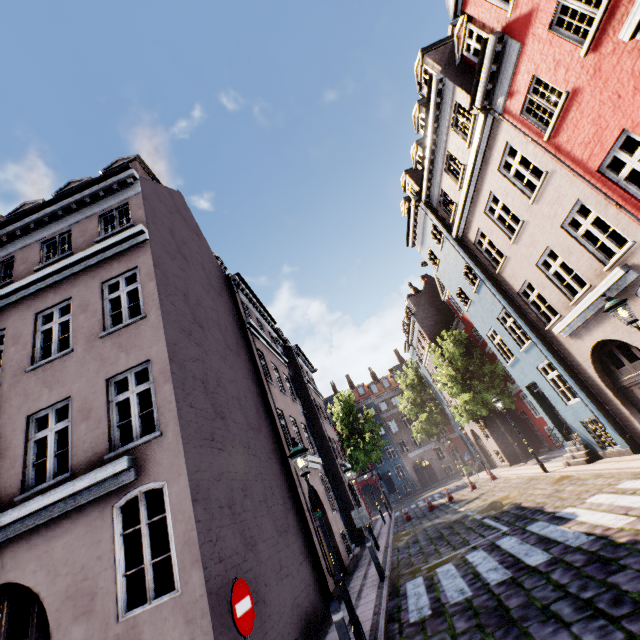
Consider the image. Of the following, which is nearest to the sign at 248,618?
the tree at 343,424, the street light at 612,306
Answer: the street light at 612,306

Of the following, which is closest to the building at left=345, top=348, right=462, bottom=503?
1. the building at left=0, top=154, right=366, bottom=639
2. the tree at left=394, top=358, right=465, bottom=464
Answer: the tree at left=394, top=358, right=465, bottom=464

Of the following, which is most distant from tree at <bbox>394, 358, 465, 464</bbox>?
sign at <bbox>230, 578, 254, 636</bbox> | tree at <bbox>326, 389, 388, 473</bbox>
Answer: sign at <bbox>230, 578, 254, 636</bbox>

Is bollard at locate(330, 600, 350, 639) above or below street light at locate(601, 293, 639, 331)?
below

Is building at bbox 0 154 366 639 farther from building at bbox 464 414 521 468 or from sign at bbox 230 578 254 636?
building at bbox 464 414 521 468

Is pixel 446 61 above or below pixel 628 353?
above

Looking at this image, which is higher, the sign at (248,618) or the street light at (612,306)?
the street light at (612,306)

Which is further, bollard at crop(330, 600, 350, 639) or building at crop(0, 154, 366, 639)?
building at crop(0, 154, 366, 639)
